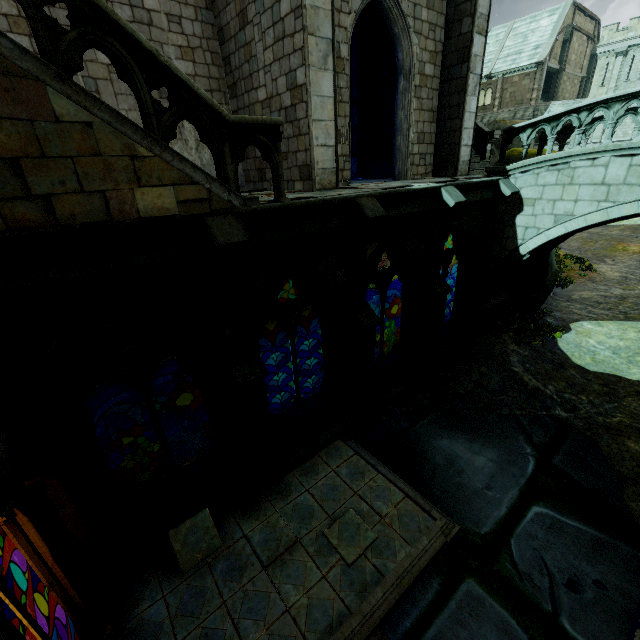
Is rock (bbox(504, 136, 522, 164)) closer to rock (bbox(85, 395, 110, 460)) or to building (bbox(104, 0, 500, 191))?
building (bbox(104, 0, 500, 191))

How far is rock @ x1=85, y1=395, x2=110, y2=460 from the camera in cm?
581

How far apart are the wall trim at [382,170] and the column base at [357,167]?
0.0m

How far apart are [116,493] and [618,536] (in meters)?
9.87

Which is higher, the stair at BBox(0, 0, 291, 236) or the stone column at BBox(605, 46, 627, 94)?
the stone column at BBox(605, 46, 627, 94)

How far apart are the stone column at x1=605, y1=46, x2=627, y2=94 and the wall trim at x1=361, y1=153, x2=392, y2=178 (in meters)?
37.47

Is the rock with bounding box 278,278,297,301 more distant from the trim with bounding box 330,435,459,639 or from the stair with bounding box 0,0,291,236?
the trim with bounding box 330,435,459,639

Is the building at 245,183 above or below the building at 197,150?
below
